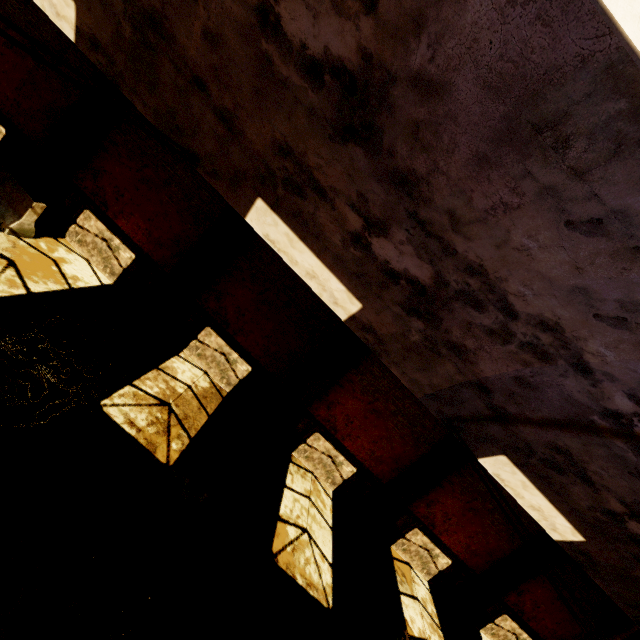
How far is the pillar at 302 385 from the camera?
9.88m

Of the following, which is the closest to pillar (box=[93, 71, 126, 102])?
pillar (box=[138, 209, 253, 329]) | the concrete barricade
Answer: the concrete barricade

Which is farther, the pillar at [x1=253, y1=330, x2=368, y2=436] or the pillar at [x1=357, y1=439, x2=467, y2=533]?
the pillar at [x1=357, y1=439, x2=467, y2=533]

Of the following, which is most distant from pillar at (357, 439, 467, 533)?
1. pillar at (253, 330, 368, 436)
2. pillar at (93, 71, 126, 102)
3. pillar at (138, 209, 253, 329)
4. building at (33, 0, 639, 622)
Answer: pillar at (93, 71, 126, 102)

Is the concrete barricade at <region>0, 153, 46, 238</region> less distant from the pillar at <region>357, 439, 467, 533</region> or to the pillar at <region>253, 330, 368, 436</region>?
the pillar at <region>253, 330, 368, 436</region>

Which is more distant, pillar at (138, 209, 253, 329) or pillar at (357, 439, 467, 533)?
pillar at (357, 439, 467, 533)

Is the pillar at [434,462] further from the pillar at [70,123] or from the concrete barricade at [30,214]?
the pillar at [70,123]

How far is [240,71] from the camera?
3.3 meters
